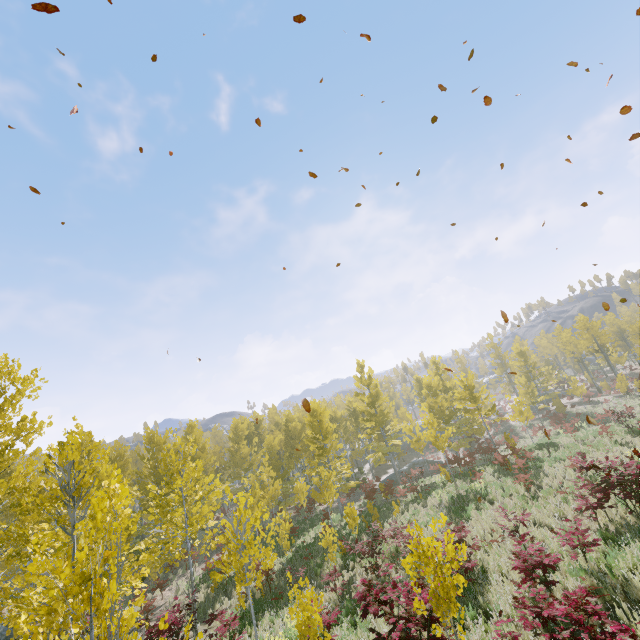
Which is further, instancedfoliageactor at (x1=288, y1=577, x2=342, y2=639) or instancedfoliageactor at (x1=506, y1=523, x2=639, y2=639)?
instancedfoliageactor at (x1=288, y1=577, x2=342, y2=639)

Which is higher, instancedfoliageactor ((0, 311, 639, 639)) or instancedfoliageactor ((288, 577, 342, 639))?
instancedfoliageactor ((0, 311, 639, 639))

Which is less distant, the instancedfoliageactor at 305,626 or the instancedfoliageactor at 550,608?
the instancedfoliageactor at 550,608

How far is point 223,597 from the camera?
14.0m
